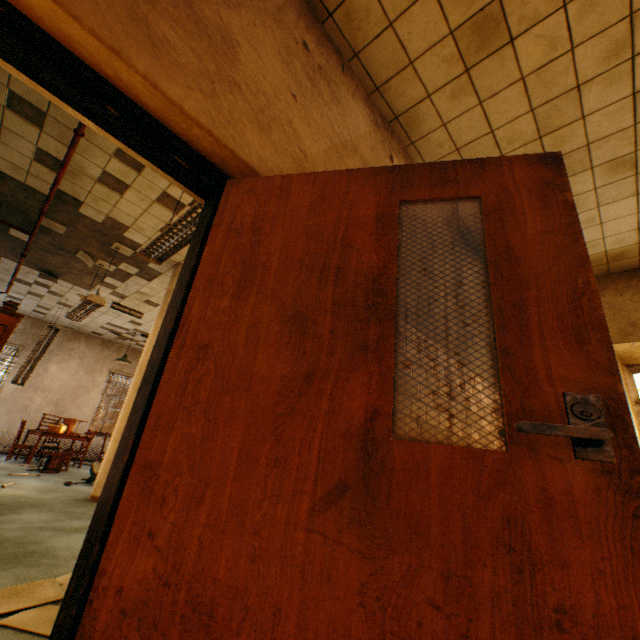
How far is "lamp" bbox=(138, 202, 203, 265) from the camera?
3.07m

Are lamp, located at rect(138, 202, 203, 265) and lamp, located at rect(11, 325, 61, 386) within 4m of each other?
no

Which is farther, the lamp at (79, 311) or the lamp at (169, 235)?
the lamp at (79, 311)

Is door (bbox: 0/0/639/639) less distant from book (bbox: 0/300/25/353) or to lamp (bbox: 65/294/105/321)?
book (bbox: 0/300/25/353)

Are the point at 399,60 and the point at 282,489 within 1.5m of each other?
no

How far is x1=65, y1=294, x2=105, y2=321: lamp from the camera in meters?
5.3

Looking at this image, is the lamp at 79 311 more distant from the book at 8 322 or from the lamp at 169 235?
the lamp at 169 235

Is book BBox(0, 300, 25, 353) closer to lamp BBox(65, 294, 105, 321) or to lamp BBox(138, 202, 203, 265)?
lamp BBox(65, 294, 105, 321)
